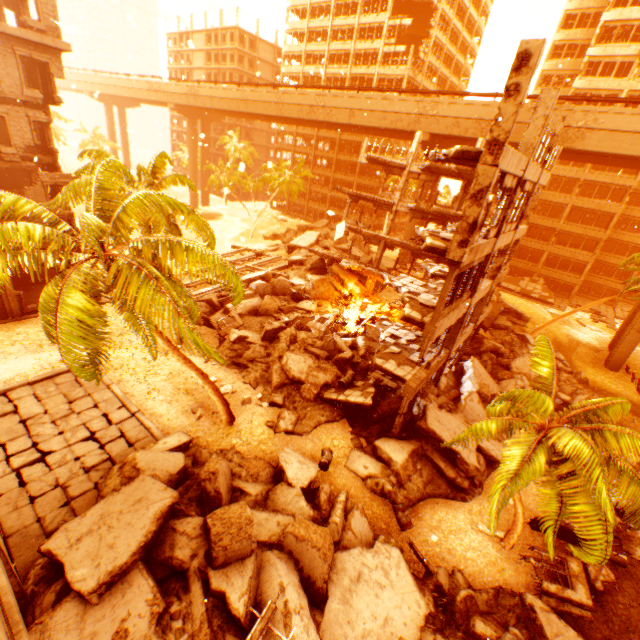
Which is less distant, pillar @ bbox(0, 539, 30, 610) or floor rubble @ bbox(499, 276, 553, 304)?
pillar @ bbox(0, 539, 30, 610)

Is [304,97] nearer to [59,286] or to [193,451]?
[59,286]

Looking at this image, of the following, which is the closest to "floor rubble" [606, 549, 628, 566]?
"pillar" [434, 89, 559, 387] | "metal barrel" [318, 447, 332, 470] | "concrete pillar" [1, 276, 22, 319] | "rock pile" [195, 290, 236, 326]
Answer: "pillar" [434, 89, 559, 387]

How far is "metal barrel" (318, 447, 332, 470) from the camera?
13.7m

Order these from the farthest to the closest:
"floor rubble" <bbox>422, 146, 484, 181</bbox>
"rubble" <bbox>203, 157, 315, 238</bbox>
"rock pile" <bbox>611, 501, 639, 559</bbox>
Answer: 1. "rubble" <bbox>203, 157, 315, 238</bbox>
2. "rock pile" <bbox>611, 501, 639, 559</bbox>
3. "floor rubble" <bbox>422, 146, 484, 181</bbox>

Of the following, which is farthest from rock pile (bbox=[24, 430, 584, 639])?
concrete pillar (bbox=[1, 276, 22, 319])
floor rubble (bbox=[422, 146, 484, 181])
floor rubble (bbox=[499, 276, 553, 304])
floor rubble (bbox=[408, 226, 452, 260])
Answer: floor rubble (bbox=[422, 146, 484, 181])

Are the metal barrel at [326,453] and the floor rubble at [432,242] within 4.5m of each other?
no

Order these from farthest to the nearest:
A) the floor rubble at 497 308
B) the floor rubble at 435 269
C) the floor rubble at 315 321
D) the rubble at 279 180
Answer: the rubble at 279 180
the floor rubble at 497 308
the floor rubble at 315 321
the floor rubble at 435 269
